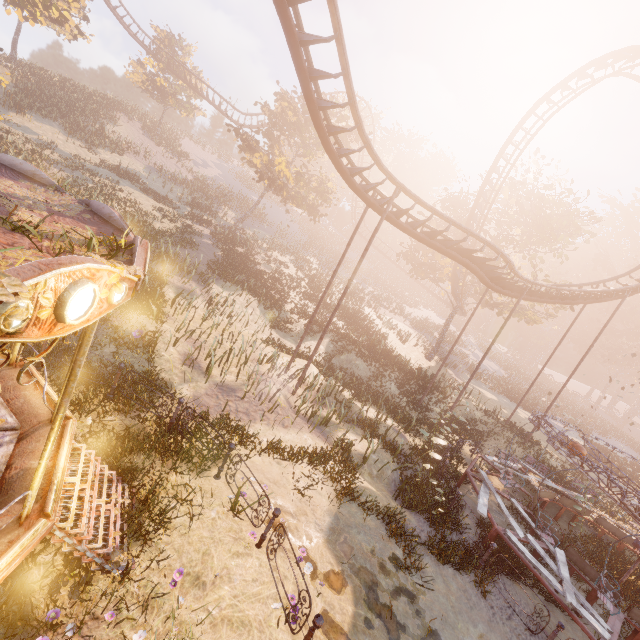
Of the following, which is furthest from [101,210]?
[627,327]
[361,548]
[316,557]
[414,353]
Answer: [627,327]

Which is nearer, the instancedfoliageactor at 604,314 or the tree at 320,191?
the tree at 320,191

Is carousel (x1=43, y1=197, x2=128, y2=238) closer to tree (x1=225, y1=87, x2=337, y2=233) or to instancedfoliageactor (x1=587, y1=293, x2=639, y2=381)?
tree (x1=225, y1=87, x2=337, y2=233)

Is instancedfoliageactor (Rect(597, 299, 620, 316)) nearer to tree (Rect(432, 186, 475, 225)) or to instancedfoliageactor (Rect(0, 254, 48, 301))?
tree (Rect(432, 186, 475, 225))

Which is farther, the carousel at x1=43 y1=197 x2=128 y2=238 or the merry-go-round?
the merry-go-round

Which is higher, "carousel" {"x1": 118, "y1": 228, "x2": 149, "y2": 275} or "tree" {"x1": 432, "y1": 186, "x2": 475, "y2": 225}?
"tree" {"x1": 432, "y1": 186, "x2": 475, "y2": 225}

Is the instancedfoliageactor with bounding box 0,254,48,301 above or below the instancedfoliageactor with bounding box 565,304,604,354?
below

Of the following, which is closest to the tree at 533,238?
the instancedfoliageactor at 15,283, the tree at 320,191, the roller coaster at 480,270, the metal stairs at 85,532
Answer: the roller coaster at 480,270
